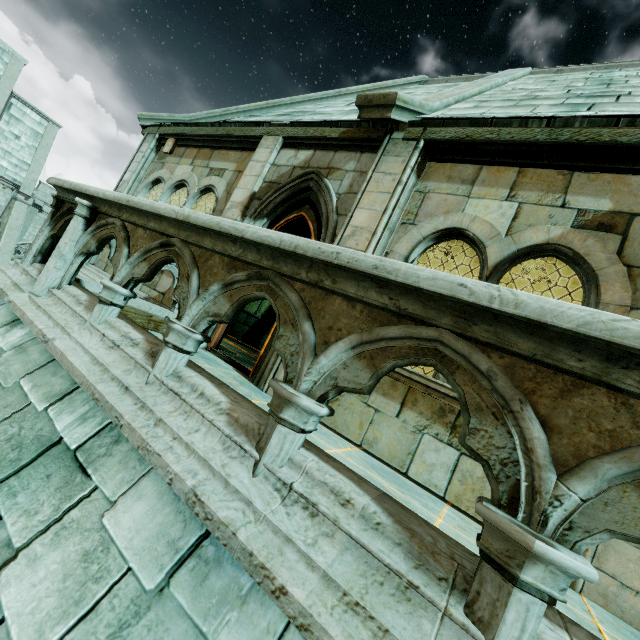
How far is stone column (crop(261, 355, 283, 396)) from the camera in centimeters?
419cm

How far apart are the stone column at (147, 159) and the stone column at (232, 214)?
3.5 meters

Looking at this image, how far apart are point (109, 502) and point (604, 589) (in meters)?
3.38

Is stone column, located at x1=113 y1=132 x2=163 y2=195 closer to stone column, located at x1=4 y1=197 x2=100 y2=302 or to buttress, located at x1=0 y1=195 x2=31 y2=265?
stone column, located at x1=4 y1=197 x2=100 y2=302

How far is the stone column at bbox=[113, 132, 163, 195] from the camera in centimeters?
791cm

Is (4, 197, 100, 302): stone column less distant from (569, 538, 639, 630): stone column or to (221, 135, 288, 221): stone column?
(221, 135, 288, 221): stone column

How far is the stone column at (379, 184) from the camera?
4.2 meters

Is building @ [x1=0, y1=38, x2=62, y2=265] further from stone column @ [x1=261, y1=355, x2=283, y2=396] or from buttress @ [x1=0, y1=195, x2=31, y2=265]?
stone column @ [x1=261, y1=355, x2=283, y2=396]
